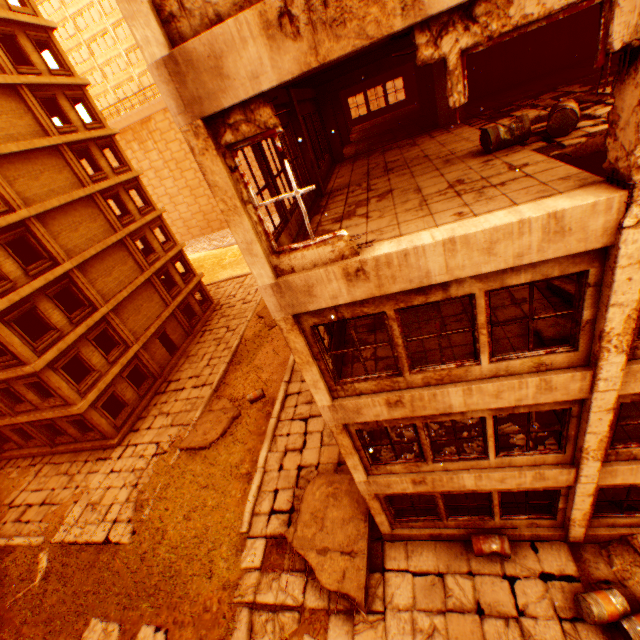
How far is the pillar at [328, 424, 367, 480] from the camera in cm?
720

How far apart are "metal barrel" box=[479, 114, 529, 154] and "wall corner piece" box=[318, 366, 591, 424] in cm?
456

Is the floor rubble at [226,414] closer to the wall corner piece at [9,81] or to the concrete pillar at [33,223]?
the wall corner piece at [9,81]

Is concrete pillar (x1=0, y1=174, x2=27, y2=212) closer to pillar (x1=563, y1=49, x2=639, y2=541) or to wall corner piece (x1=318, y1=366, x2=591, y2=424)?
wall corner piece (x1=318, y1=366, x2=591, y2=424)

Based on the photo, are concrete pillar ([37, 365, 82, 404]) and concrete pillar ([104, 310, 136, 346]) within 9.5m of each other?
yes

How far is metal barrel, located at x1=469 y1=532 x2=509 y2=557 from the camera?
8.6m

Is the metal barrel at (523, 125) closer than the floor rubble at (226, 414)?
Yes

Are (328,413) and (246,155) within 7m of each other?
no
